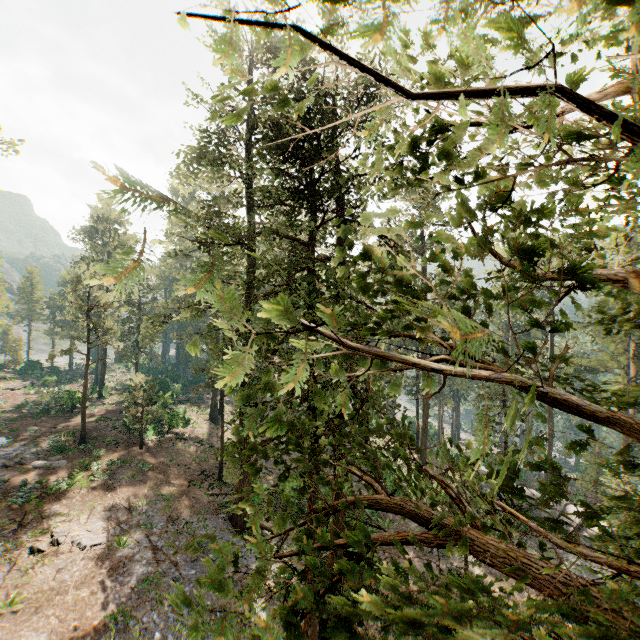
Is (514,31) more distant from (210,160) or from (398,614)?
(210,160)

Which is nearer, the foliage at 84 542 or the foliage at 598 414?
the foliage at 598 414

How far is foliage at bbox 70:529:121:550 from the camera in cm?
1687

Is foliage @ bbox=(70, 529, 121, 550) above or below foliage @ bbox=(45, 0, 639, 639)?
below

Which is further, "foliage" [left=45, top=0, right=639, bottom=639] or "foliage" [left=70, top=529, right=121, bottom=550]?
"foliage" [left=70, top=529, right=121, bottom=550]

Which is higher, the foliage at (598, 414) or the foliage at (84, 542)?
the foliage at (598, 414)
